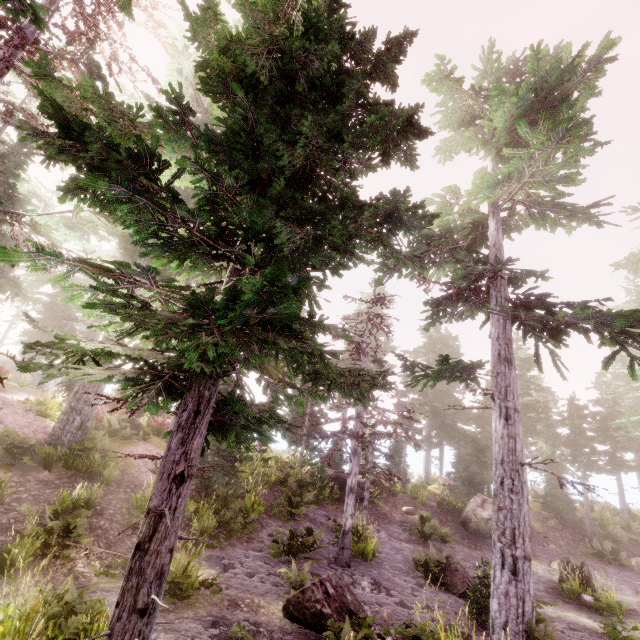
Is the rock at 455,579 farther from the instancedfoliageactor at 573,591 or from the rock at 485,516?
the rock at 485,516

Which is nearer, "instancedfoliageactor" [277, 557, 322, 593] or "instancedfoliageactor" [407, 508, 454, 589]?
"instancedfoliageactor" [277, 557, 322, 593]

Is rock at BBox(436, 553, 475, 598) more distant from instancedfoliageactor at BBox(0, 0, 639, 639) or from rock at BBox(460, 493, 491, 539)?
rock at BBox(460, 493, 491, 539)

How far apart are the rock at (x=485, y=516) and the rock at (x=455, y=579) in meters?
7.5

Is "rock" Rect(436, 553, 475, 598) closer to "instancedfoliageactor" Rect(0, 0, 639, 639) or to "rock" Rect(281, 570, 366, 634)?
"instancedfoliageactor" Rect(0, 0, 639, 639)

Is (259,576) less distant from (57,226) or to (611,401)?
(57,226)
